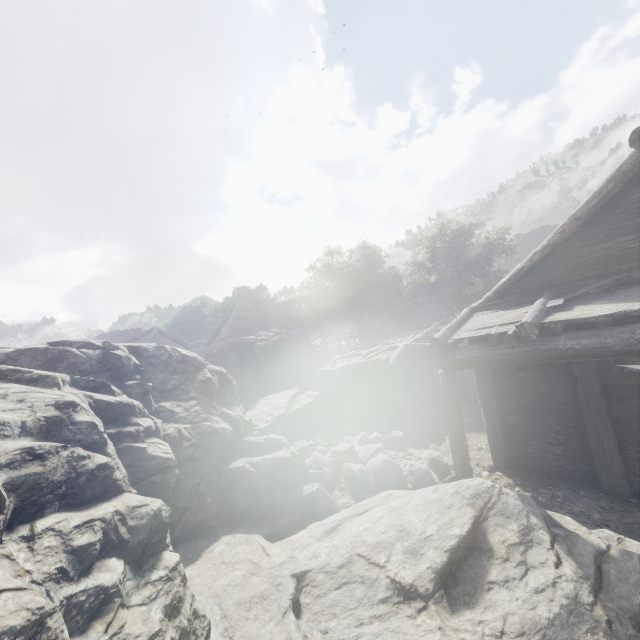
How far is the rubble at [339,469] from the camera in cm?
866

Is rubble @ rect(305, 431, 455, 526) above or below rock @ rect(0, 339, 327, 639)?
below

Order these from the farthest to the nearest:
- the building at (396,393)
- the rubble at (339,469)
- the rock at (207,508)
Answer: the rubble at (339,469), the building at (396,393), the rock at (207,508)

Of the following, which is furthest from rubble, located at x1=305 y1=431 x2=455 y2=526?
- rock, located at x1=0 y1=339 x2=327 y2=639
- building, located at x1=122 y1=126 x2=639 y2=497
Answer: building, located at x1=122 y1=126 x2=639 y2=497

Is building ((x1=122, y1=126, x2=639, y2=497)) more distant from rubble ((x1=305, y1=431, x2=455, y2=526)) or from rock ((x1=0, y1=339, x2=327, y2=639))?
rubble ((x1=305, y1=431, x2=455, y2=526))

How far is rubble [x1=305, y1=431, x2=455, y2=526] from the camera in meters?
8.7

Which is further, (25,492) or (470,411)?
(470,411)
